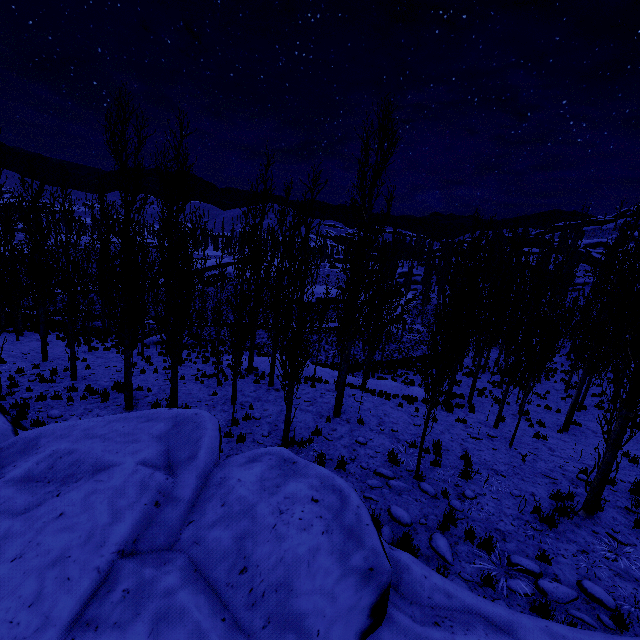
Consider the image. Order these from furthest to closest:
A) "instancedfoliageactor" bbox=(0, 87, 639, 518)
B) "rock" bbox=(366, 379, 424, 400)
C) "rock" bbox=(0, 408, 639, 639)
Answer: "rock" bbox=(366, 379, 424, 400) < "instancedfoliageactor" bbox=(0, 87, 639, 518) < "rock" bbox=(0, 408, 639, 639)

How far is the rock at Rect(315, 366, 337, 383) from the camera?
19.7m

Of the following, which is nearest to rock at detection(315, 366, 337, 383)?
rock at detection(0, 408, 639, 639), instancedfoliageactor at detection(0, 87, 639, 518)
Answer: instancedfoliageactor at detection(0, 87, 639, 518)

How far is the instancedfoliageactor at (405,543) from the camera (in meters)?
6.21

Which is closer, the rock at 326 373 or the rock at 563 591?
the rock at 563 591

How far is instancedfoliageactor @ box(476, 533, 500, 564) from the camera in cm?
633

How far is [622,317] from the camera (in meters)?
7.57
